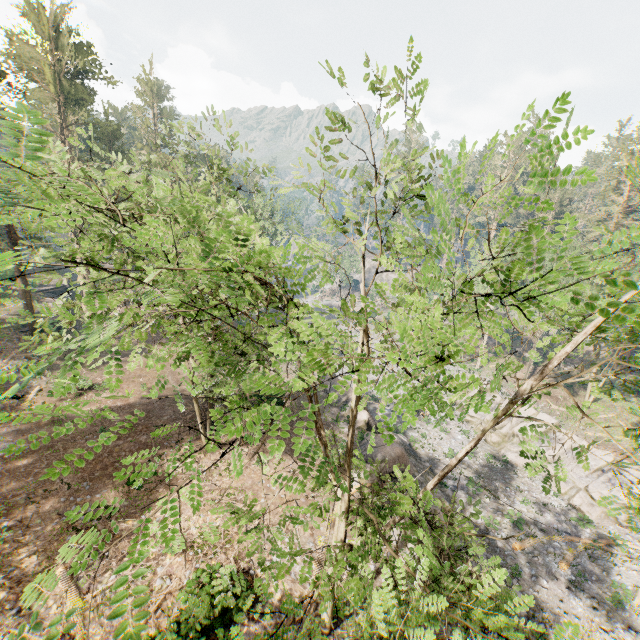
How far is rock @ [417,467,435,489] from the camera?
23.12m

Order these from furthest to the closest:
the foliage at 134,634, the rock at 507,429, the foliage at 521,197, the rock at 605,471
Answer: the rock at 507,429 → the rock at 605,471 → the foliage at 134,634 → the foliage at 521,197

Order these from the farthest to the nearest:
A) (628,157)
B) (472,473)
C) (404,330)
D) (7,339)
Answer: (628,157)
(7,339)
(472,473)
(404,330)

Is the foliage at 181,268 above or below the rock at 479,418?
above

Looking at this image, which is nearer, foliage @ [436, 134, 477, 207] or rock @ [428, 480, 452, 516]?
foliage @ [436, 134, 477, 207]

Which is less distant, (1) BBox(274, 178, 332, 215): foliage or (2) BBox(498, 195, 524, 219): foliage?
(2) BBox(498, 195, 524, 219): foliage

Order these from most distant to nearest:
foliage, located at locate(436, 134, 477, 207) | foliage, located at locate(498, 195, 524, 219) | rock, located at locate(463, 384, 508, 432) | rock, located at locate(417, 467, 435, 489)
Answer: rock, located at locate(463, 384, 508, 432), rock, located at locate(417, 467, 435, 489), foliage, located at locate(498, 195, 524, 219), foliage, located at locate(436, 134, 477, 207)
